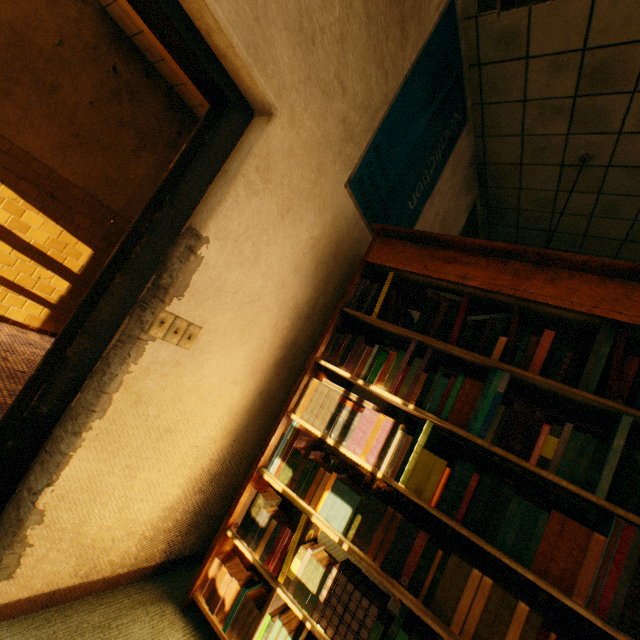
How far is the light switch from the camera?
1.24m

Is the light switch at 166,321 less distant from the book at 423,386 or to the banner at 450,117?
the book at 423,386

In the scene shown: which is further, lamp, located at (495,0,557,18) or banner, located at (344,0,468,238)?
banner, located at (344,0,468,238)

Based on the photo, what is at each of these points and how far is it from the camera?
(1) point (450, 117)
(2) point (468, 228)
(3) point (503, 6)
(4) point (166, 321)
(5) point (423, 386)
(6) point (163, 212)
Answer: (1) banner, 2.6 meters
(2) banner, 3.8 meters
(3) lamp, 1.2 meters
(4) light switch, 1.3 meters
(5) book, 1.5 meters
(6) door, 1.3 meters

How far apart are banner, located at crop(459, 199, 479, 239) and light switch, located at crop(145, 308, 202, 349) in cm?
265

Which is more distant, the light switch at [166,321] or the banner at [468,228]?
the banner at [468,228]

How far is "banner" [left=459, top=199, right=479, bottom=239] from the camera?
3.68m

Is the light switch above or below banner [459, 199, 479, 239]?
below
